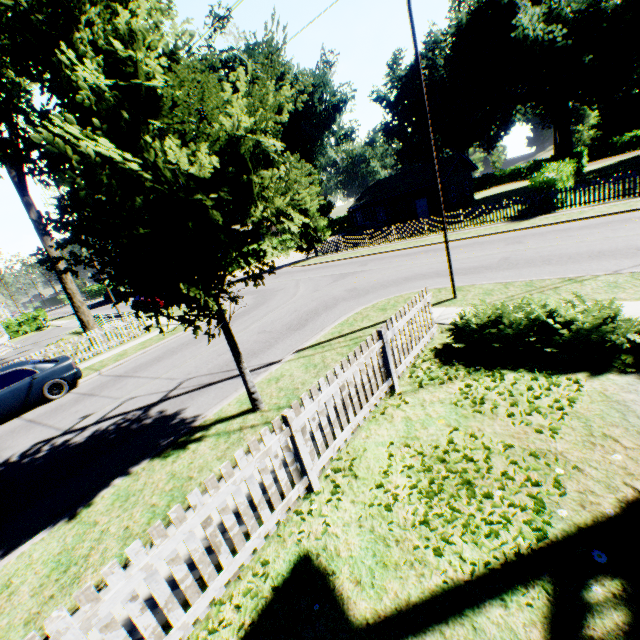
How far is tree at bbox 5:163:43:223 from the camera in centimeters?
1603cm

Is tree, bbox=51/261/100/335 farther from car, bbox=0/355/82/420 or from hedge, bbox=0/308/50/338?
hedge, bbox=0/308/50/338

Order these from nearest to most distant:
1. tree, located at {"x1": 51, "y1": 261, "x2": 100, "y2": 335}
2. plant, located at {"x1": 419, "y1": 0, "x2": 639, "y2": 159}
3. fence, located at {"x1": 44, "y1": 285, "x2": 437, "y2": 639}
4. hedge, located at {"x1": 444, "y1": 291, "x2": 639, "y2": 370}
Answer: fence, located at {"x1": 44, "y1": 285, "x2": 437, "y2": 639} < hedge, located at {"x1": 444, "y1": 291, "x2": 639, "y2": 370} < tree, located at {"x1": 51, "y1": 261, "x2": 100, "y2": 335} < plant, located at {"x1": 419, "y1": 0, "x2": 639, "y2": 159}

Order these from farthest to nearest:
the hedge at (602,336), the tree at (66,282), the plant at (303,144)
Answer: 1. the tree at (66,282)
2. the hedge at (602,336)
3. the plant at (303,144)

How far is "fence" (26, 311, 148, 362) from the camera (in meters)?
15.25

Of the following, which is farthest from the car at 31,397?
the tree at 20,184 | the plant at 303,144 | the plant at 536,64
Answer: the plant at 536,64

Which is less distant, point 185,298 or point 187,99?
point 187,99
